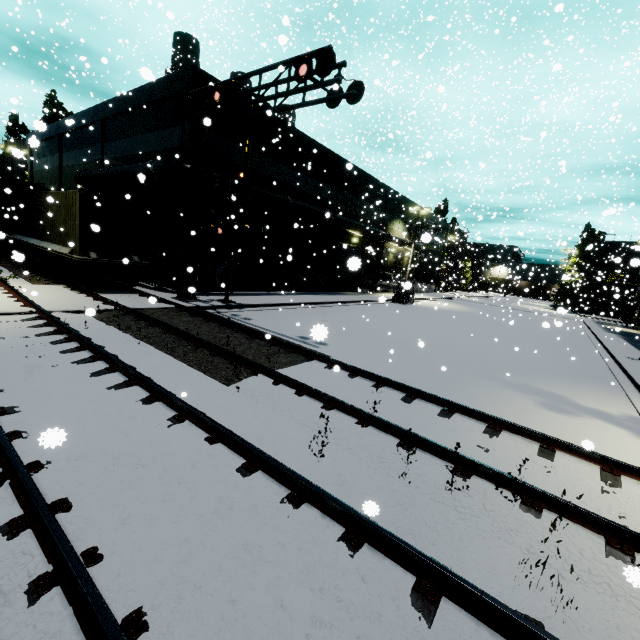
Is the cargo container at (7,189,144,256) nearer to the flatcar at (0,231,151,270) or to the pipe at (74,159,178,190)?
the flatcar at (0,231,151,270)

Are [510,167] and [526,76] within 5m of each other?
no

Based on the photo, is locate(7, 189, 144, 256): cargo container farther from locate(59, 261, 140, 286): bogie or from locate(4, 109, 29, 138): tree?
locate(4, 109, 29, 138): tree

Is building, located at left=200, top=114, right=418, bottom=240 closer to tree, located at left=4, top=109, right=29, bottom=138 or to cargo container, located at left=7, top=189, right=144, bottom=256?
tree, located at left=4, top=109, right=29, bottom=138

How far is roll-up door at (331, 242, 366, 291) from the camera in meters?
3.2

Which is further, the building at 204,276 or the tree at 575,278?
the tree at 575,278

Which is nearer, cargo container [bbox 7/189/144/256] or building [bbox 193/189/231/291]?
cargo container [bbox 7/189/144/256]

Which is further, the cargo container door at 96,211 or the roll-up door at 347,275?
the cargo container door at 96,211
